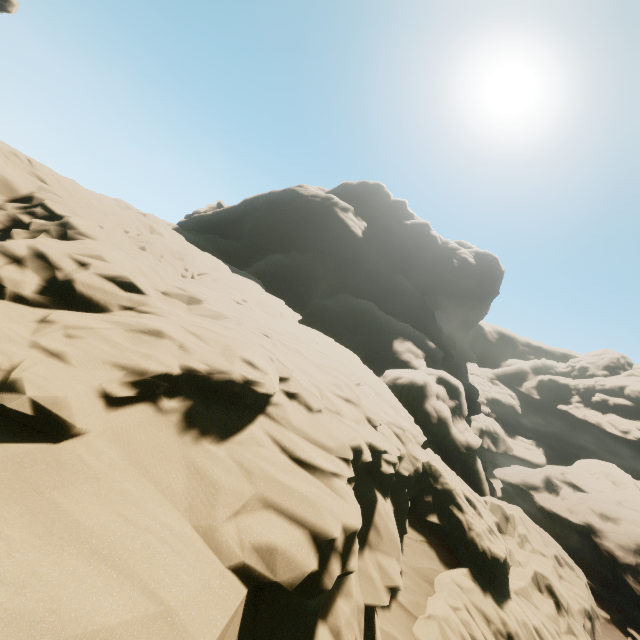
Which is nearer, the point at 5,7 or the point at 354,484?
the point at 354,484

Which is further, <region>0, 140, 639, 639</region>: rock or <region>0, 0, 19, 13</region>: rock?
<region>0, 0, 19, 13</region>: rock

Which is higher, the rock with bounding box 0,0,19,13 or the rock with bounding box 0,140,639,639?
the rock with bounding box 0,0,19,13

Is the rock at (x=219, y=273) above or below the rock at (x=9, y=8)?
below

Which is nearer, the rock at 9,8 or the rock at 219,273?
the rock at 219,273
